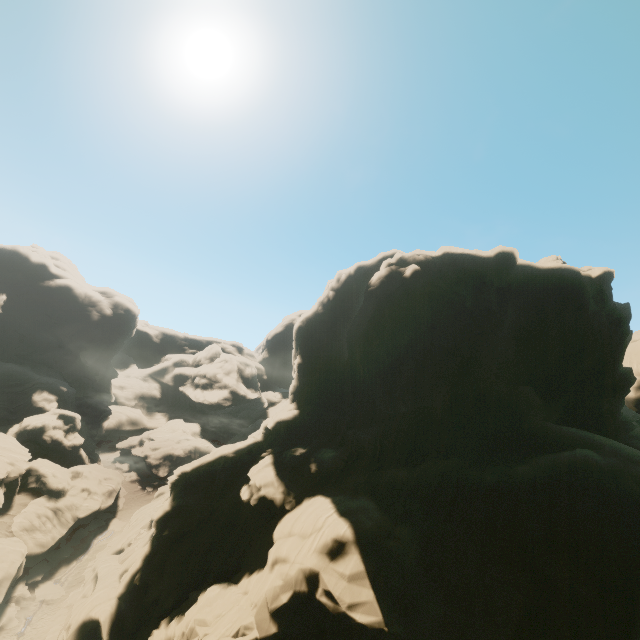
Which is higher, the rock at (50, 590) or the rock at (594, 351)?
the rock at (594, 351)

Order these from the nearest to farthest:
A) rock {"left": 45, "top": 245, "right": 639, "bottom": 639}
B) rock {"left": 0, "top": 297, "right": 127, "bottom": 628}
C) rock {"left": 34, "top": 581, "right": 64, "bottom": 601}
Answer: rock {"left": 45, "top": 245, "right": 639, "bottom": 639} → rock {"left": 34, "top": 581, "right": 64, "bottom": 601} → rock {"left": 0, "top": 297, "right": 127, "bottom": 628}

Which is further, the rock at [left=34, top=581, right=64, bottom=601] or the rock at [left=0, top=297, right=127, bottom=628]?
the rock at [left=0, top=297, right=127, bottom=628]

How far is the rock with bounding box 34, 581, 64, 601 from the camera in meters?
32.9 m

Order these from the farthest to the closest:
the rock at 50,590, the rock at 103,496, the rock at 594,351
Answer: the rock at 103,496
the rock at 50,590
the rock at 594,351

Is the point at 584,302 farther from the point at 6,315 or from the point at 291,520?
the point at 6,315
